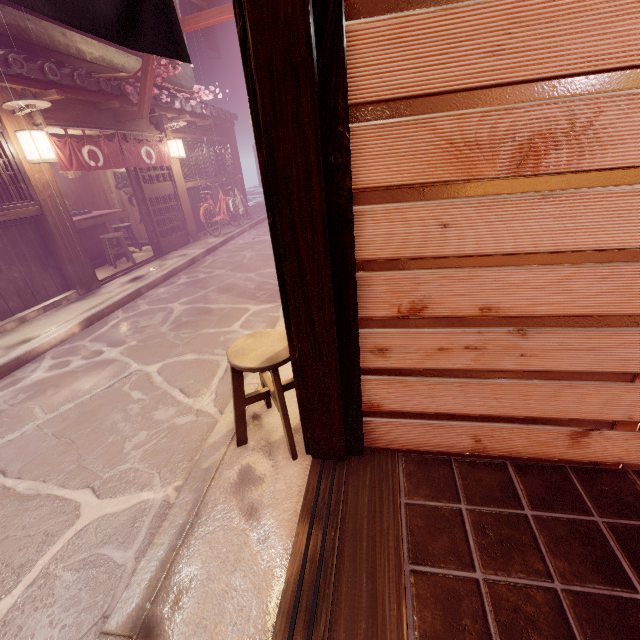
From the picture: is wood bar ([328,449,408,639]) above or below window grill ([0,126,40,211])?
below

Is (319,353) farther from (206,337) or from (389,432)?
(206,337)

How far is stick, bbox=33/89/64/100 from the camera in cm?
937

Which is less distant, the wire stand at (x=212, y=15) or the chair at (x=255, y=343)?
the chair at (x=255, y=343)

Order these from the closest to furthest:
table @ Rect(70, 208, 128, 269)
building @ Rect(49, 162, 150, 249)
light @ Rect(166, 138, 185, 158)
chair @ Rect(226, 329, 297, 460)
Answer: chair @ Rect(226, 329, 297, 460) < table @ Rect(70, 208, 128, 269) < light @ Rect(166, 138, 185, 158) < building @ Rect(49, 162, 150, 249)

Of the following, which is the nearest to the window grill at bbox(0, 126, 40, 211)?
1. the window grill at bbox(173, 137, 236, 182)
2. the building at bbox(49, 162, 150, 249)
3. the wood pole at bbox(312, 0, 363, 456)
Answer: the building at bbox(49, 162, 150, 249)

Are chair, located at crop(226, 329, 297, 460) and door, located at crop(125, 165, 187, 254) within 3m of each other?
no

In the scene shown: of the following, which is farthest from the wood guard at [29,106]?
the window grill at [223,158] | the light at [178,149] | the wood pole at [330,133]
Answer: the wood pole at [330,133]
